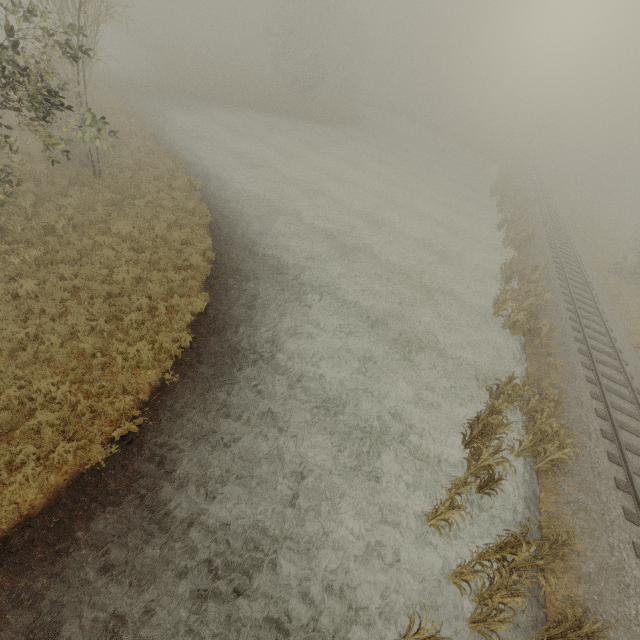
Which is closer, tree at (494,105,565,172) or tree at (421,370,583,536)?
tree at (421,370,583,536)

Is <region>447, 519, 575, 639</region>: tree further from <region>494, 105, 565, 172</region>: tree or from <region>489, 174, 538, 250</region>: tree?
<region>494, 105, 565, 172</region>: tree

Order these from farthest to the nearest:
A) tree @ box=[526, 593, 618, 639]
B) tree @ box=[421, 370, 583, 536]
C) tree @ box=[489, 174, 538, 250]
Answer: tree @ box=[489, 174, 538, 250]
tree @ box=[421, 370, 583, 536]
tree @ box=[526, 593, 618, 639]

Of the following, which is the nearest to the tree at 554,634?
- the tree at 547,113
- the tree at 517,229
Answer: the tree at 517,229

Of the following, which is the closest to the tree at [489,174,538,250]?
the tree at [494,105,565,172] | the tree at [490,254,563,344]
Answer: the tree at [494,105,565,172]

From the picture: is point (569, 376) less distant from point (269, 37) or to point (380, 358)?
point (380, 358)

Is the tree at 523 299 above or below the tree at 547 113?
below
